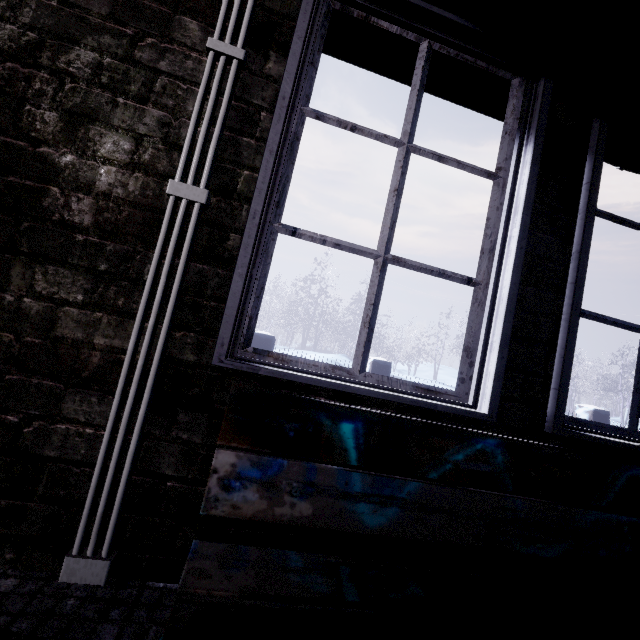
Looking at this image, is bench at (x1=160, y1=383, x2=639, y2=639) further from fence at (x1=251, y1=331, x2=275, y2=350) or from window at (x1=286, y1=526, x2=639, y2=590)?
fence at (x1=251, y1=331, x2=275, y2=350)

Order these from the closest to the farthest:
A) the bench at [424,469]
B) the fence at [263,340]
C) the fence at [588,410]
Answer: the bench at [424,469] < the fence at [263,340] < the fence at [588,410]

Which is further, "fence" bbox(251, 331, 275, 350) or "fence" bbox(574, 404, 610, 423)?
"fence" bbox(574, 404, 610, 423)

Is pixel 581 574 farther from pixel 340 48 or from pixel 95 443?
pixel 340 48

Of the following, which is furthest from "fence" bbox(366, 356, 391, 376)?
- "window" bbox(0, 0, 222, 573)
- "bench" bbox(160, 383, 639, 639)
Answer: "bench" bbox(160, 383, 639, 639)

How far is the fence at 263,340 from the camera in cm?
615

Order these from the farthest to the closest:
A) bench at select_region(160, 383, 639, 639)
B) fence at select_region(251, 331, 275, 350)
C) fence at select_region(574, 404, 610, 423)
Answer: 1. fence at select_region(574, 404, 610, 423)
2. fence at select_region(251, 331, 275, 350)
3. bench at select_region(160, 383, 639, 639)

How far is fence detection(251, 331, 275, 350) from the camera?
6.15m
